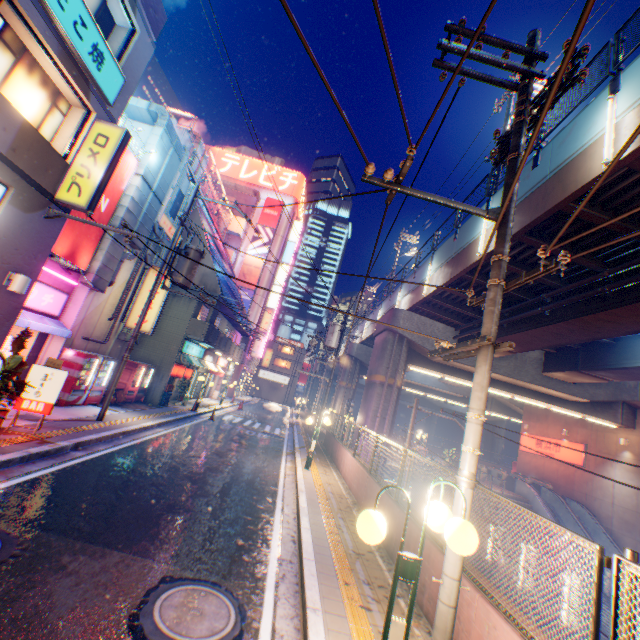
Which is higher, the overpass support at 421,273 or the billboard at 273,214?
the billboard at 273,214

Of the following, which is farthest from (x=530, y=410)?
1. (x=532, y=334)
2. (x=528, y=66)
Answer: (x=528, y=66)

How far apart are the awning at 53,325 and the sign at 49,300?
0.07m

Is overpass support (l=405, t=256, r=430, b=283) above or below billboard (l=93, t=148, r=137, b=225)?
above

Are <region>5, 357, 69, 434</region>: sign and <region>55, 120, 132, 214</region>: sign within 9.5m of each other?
yes

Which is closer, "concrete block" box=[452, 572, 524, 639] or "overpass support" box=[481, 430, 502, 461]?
"concrete block" box=[452, 572, 524, 639]

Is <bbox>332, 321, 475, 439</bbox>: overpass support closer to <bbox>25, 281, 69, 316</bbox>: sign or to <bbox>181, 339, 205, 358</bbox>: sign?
<bbox>181, 339, 205, 358</bbox>: sign

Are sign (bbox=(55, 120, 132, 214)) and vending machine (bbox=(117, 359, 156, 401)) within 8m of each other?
no
